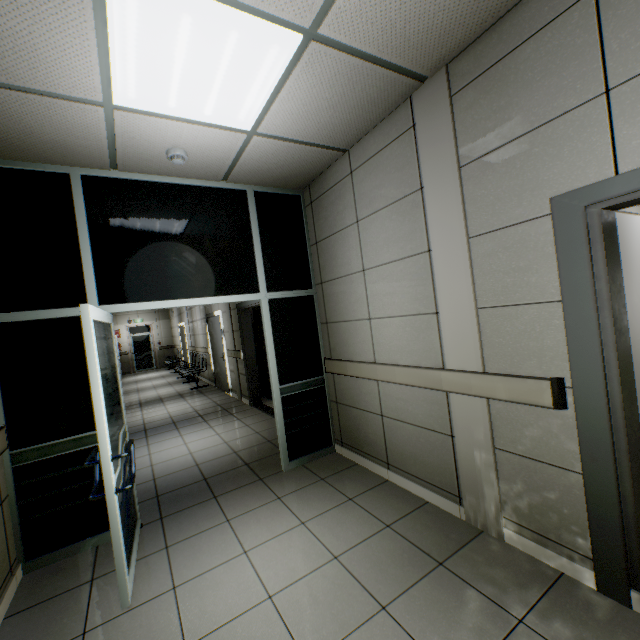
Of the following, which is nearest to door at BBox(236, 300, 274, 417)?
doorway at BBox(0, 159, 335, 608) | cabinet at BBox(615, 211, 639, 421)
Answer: doorway at BBox(0, 159, 335, 608)

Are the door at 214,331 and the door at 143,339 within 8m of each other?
no

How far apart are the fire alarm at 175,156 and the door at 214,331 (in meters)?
5.66

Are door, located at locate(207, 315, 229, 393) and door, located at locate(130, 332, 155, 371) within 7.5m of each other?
no

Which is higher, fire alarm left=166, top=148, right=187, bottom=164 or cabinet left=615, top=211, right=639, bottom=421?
fire alarm left=166, top=148, right=187, bottom=164

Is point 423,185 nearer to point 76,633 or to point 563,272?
point 563,272

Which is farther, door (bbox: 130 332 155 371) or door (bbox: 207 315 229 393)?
door (bbox: 130 332 155 371)

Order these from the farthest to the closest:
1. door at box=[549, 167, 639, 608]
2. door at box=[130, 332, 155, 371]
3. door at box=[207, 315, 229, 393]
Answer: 1. door at box=[130, 332, 155, 371]
2. door at box=[207, 315, 229, 393]
3. door at box=[549, 167, 639, 608]
